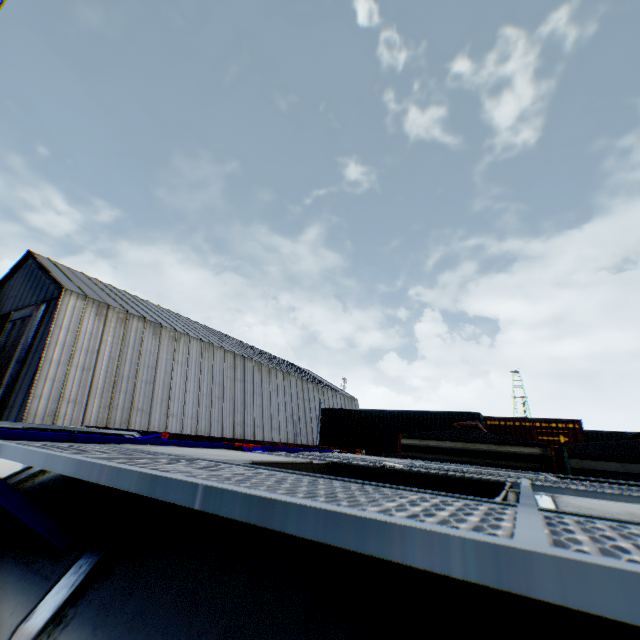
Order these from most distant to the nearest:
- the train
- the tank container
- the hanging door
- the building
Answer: the hanging door
the building
the train
the tank container

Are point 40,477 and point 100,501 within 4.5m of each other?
yes

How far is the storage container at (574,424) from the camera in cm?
2017

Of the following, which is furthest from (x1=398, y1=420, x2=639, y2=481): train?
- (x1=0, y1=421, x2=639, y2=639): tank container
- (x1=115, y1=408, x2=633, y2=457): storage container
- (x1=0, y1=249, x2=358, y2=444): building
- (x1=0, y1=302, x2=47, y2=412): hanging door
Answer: (x1=0, y1=302, x2=47, y2=412): hanging door

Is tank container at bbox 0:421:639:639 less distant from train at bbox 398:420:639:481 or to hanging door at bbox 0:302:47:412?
train at bbox 398:420:639:481

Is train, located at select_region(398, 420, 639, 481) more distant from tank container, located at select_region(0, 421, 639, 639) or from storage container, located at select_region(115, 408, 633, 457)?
storage container, located at select_region(115, 408, 633, 457)

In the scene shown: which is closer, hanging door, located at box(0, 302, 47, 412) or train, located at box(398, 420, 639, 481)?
train, located at box(398, 420, 639, 481)

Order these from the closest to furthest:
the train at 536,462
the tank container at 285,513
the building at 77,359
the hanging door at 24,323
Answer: the tank container at 285,513 < the train at 536,462 < the building at 77,359 < the hanging door at 24,323
